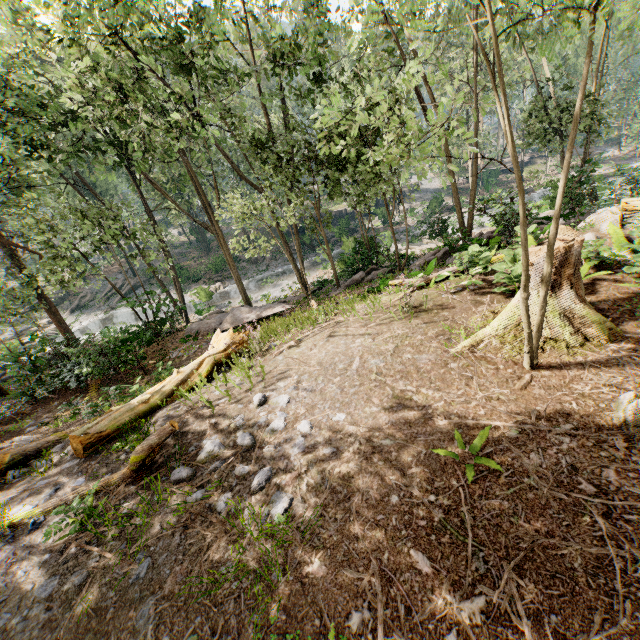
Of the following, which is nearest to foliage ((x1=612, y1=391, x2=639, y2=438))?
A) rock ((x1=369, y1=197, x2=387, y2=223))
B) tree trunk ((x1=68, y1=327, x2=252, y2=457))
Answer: rock ((x1=369, y1=197, x2=387, y2=223))

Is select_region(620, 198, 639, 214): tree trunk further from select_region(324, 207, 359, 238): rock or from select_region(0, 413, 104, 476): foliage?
select_region(324, 207, 359, 238): rock

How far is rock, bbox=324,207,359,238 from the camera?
38.12m

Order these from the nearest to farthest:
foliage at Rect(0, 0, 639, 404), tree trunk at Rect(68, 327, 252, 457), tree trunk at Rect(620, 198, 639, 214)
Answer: foliage at Rect(0, 0, 639, 404), tree trunk at Rect(68, 327, 252, 457), tree trunk at Rect(620, 198, 639, 214)

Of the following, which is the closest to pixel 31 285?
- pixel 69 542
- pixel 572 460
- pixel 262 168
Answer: pixel 262 168

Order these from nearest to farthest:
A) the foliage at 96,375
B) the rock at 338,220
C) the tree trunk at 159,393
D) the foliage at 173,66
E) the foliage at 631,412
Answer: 1. the foliage at 631,412
2. the foliage at 173,66
3. the tree trunk at 159,393
4. the foliage at 96,375
5. the rock at 338,220

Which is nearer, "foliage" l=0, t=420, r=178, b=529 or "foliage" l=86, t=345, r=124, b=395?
"foliage" l=0, t=420, r=178, b=529

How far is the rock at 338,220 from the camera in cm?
3812
